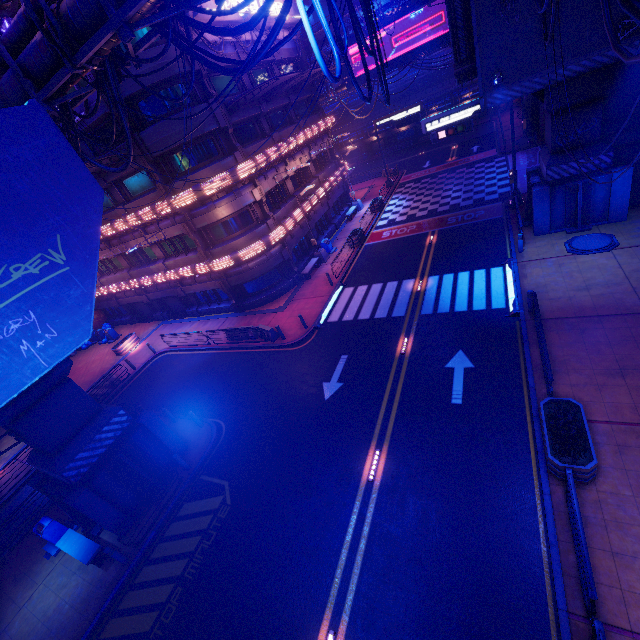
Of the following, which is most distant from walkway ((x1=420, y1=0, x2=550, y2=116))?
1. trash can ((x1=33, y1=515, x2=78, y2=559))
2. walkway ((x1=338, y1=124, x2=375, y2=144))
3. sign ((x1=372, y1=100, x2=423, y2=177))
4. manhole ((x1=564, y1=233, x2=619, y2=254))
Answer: walkway ((x1=338, y1=124, x2=375, y2=144))

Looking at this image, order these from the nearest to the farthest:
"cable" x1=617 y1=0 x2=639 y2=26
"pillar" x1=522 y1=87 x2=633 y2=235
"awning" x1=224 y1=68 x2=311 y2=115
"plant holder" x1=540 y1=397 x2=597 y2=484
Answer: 1. "cable" x1=617 y1=0 x2=639 y2=26
2. "plant holder" x1=540 y1=397 x2=597 y2=484
3. "pillar" x1=522 y1=87 x2=633 y2=235
4. "awning" x1=224 y1=68 x2=311 y2=115

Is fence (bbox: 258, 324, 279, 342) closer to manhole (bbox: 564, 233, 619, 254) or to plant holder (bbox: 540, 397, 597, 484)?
plant holder (bbox: 540, 397, 597, 484)

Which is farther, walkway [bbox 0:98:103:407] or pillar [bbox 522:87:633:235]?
pillar [bbox 522:87:633:235]

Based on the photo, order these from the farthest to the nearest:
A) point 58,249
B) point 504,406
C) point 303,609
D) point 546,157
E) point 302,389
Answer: point 546,157 < point 302,389 < point 504,406 < point 58,249 < point 303,609

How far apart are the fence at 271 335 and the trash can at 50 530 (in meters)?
12.20

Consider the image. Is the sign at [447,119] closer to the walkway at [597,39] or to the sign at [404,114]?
the walkway at [597,39]

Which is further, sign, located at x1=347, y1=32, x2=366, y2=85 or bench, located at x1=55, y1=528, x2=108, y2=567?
sign, located at x1=347, y1=32, x2=366, y2=85
